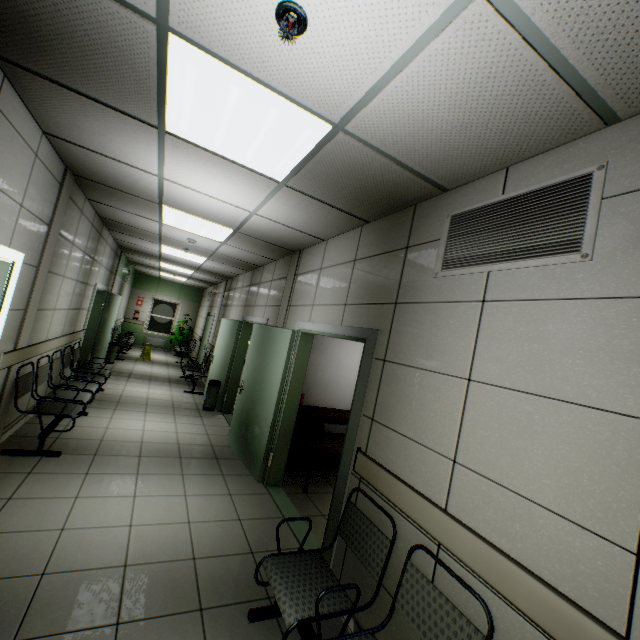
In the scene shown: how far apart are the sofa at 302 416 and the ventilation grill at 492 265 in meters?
3.4 m

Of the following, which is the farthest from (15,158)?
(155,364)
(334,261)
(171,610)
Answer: (155,364)

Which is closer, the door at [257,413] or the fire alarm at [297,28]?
the fire alarm at [297,28]

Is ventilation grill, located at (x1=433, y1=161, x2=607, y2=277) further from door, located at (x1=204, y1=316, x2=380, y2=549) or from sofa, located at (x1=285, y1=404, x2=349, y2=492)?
sofa, located at (x1=285, y1=404, x2=349, y2=492)

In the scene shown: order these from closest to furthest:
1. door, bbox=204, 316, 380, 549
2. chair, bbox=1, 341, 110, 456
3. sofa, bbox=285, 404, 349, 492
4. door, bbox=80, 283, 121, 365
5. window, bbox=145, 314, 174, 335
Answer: door, bbox=204, 316, 380, 549, chair, bbox=1, 341, 110, 456, sofa, bbox=285, 404, 349, 492, door, bbox=80, 283, 121, 365, window, bbox=145, 314, 174, 335

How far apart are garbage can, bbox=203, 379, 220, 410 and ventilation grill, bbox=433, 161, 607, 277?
5.90m

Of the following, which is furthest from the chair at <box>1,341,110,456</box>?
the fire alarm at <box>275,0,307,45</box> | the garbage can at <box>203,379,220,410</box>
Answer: the fire alarm at <box>275,0,307,45</box>

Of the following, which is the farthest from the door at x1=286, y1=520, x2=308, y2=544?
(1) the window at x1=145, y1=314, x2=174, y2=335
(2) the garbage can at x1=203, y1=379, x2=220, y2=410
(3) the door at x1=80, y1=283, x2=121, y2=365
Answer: (1) the window at x1=145, y1=314, x2=174, y2=335
